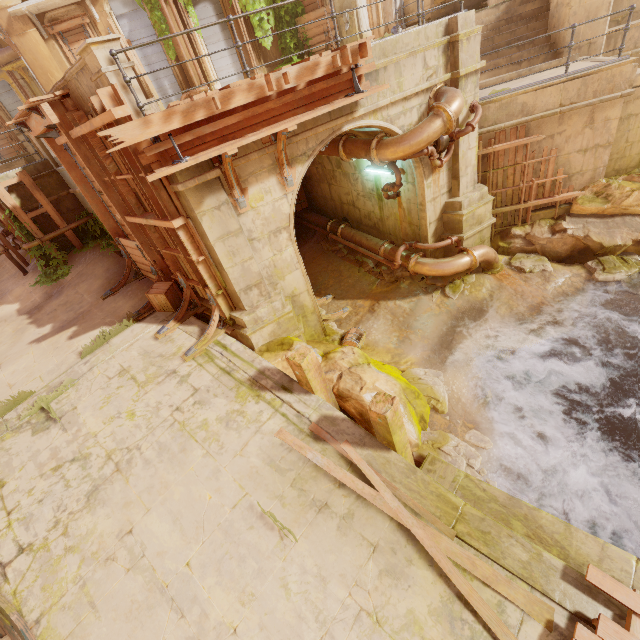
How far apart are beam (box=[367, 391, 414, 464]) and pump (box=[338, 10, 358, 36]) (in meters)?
15.54

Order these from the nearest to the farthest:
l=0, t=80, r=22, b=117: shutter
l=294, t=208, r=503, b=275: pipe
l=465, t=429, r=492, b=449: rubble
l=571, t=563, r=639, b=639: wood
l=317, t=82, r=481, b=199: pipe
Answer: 1. l=571, t=563, r=639, b=639: wood
2. l=465, t=429, r=492, b=449: rubble
3. l=317, t=82, r=481, b=199: pipe
4. l=294, t=208, r=503, b=275: pipe
5. l=0, t=80, r=22, b=117: shutter

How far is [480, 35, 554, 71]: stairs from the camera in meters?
9.7

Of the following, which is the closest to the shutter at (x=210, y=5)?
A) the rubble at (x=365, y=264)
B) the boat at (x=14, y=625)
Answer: the rubble at (x=365, y=264)

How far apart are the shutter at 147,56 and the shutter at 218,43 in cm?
167

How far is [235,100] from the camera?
5.2m

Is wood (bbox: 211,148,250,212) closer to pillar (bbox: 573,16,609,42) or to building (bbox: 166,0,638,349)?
building (bbox: 166,0,638,349)

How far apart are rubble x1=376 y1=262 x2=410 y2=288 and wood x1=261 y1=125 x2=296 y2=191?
5.0m
